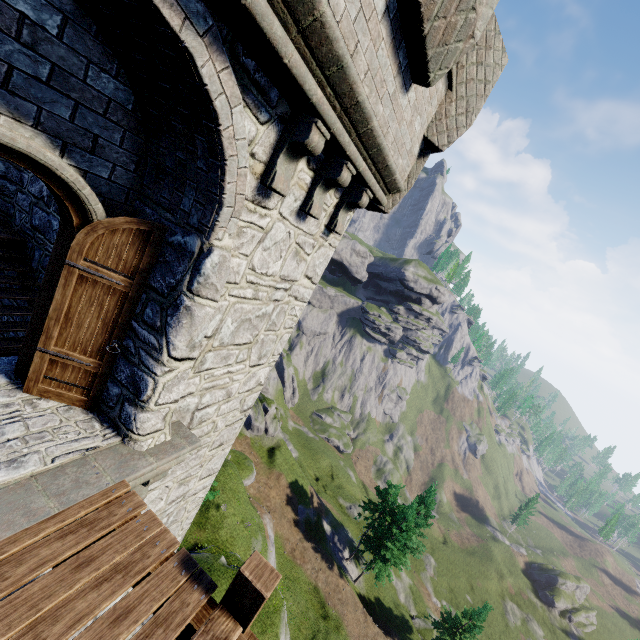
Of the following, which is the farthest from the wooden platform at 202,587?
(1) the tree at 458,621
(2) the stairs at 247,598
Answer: (1) the tree at 458,621

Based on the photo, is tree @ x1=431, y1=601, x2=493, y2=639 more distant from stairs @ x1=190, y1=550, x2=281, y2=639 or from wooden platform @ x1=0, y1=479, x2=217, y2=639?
wooden platform @ x1=0, y1=479, x2=217, y2=639

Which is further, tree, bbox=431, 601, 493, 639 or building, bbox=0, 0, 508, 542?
tree, bbox=431, 601, 493, 639

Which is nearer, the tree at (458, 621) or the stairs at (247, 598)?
the stairs at (247, 598)

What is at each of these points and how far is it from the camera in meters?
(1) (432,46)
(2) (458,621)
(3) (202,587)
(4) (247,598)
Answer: (1) building, 3.6 m
(2) tree, 34.5 m
(3) wooden platform, 3.0 m
(4) stairs, 2.9 m

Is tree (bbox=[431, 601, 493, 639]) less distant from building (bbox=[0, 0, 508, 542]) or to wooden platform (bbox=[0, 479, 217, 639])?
building (bbox=[0, 0, 508, 542])

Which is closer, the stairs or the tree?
the stairs
